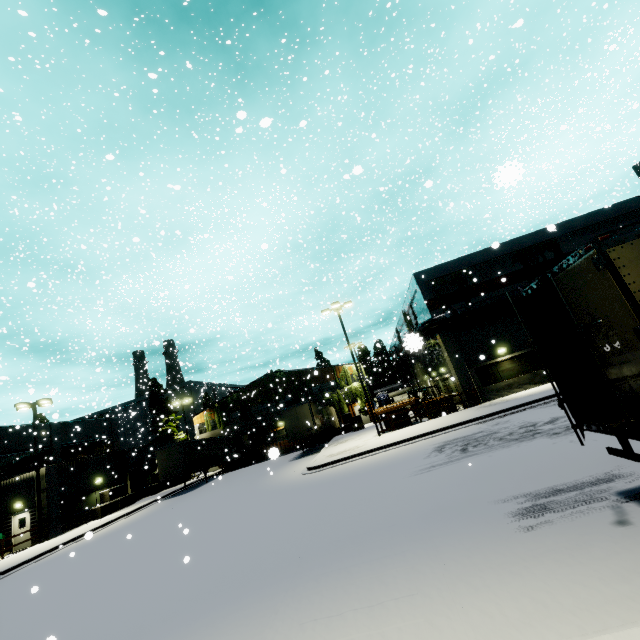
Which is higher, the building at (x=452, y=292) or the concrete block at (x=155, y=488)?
the building at (x=452, y=292)

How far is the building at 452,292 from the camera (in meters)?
25.08

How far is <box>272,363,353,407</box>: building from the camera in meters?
42.2 m

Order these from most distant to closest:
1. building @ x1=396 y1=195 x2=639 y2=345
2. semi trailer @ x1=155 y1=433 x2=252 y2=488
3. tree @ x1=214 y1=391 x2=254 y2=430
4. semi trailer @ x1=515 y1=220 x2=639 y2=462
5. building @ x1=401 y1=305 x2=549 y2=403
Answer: tree @ x1=214 y1=391 x2=254 y2=430, semi trailer @ x1=155 y1=433 x2=252 y2=488, building @ x1=396 y1=195 x2=639 y2=345, building @ x1=401 y1=305 x2=549 y2=403, semi trailer @ x1=515 y1=220 x2=639 y2=462

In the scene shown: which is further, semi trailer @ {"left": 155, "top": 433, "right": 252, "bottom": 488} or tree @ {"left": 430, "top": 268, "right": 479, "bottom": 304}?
semi trailer @ {"left": 155, "top": 433, "right": 252, "bottom": 488}

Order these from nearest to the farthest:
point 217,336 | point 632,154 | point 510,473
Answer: point 510,473, point 217,336, point 632,154

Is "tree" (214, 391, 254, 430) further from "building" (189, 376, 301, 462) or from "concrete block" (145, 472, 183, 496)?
"concrete block" (145, 472, 183, 496)

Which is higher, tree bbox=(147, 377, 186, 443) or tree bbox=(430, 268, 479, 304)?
tree bbox=(430, 268, 479, 304)
